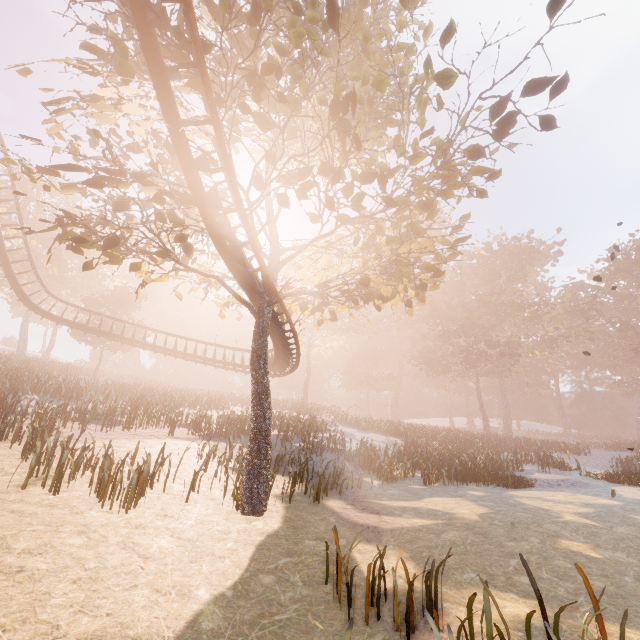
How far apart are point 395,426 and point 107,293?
35.3 meters

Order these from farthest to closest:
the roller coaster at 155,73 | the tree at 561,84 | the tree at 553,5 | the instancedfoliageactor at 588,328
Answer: the instancedfoliageactor at 588,328 < the tree at 561,84 < the tree at 553,5 < the roller coaster at 155,73

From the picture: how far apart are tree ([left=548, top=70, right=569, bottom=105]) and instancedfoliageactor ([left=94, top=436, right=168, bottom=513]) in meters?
14.1

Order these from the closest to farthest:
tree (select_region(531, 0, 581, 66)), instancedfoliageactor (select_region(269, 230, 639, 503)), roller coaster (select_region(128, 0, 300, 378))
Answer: roller coaster (select_region(128, 0, 300, 378)) → tree (select_region(531, 0, 581, 66)) → instancedfoliageactor (select_region(269, 230, 639, 503))

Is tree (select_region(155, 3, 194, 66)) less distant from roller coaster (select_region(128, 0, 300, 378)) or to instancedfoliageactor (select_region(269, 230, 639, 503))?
roller coaster (select_region(128, 0, 300, 378))

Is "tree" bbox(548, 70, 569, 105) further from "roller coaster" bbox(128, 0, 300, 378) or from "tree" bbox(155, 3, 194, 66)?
"roller coaster" bbox(128, 0, 300, 378)

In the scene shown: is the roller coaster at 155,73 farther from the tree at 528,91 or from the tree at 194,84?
the tree at 528,91
